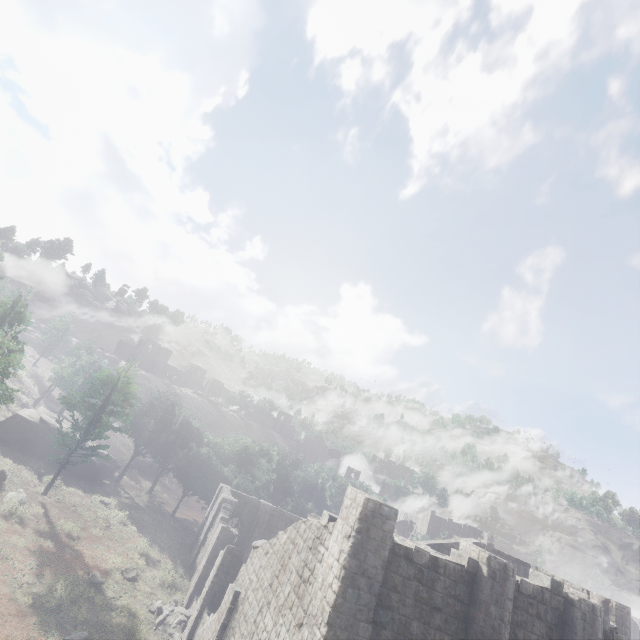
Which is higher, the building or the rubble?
the building

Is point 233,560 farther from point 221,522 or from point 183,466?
point 183,466

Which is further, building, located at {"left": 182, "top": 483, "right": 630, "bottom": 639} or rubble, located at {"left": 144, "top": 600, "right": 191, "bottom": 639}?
rubble, located at {"left": 144, "top": 600, "right": 191, "bottom": 639}

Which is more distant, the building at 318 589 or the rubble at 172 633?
the rubble at 172 633

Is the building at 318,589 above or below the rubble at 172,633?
above
